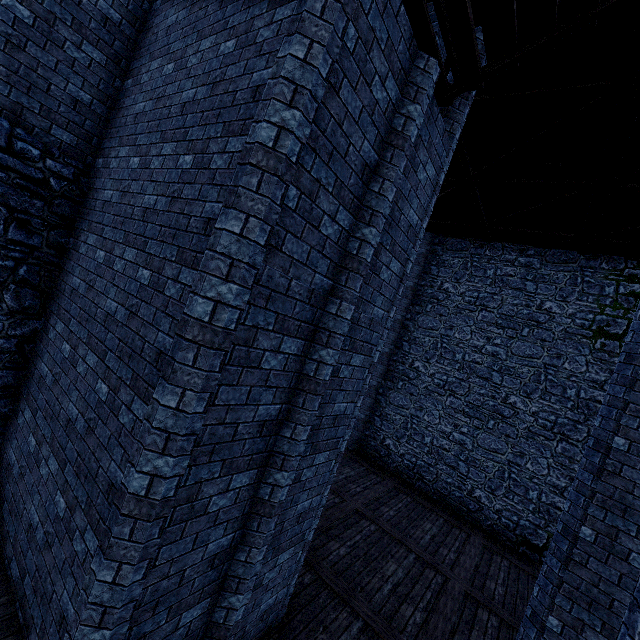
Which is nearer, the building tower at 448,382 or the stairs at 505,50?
the stairs at 505,50

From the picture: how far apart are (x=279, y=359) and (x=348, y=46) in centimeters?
293cm

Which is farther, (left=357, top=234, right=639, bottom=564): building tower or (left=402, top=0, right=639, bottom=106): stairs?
(left=357, top=234, right=639, bottom=564): building tower
